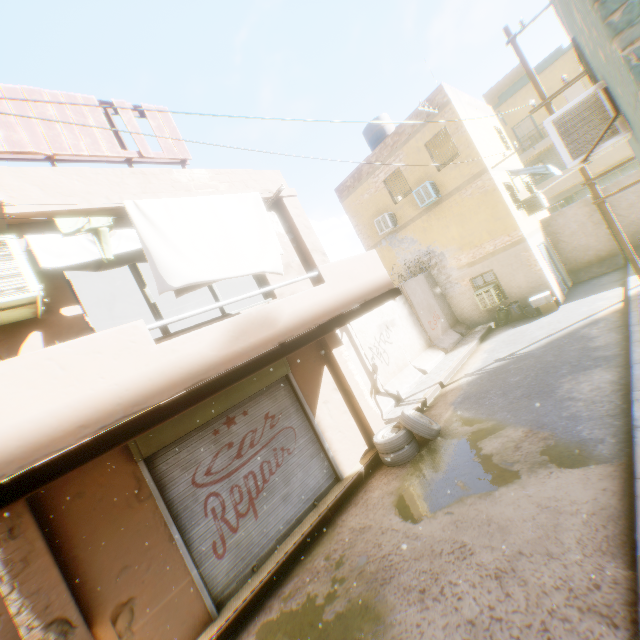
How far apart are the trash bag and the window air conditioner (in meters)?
0.24

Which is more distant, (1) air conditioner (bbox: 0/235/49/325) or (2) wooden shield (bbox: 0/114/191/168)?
(2) wooden shield (bbox: 0/114/191/168)

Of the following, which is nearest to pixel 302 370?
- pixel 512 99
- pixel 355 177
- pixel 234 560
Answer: pixel 234 560

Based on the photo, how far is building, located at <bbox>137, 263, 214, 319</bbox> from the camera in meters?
8.2 m

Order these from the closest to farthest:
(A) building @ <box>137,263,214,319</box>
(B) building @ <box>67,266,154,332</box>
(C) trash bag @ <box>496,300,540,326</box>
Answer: (B) building @ <box>67,266,154,332</box> < (A) building @ <box>137,263,214,319</box> < (C) trash bag @ <box>496,300,540,326</box>

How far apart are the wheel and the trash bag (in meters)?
8.20

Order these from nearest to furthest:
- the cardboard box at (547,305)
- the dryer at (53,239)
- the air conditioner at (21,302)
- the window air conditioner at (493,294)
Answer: the air conditioner at (21,302) → the dryer at (53,239) → the cardboard box at (547,305) → the window air conditioner at (493,294)

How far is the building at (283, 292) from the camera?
5.3 meters
